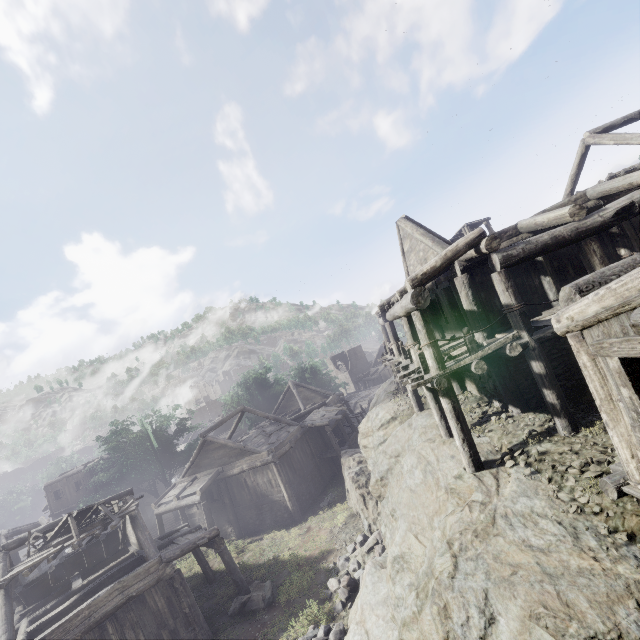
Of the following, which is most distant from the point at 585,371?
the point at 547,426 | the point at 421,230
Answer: the point at 421,230

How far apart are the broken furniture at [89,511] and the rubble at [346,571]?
9.37m

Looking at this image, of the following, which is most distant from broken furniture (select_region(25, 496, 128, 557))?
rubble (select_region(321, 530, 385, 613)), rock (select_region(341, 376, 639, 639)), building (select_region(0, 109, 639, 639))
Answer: rock (select_region(341, 376, 639, 639))

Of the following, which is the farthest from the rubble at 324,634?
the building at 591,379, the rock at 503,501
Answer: the building at 591,379

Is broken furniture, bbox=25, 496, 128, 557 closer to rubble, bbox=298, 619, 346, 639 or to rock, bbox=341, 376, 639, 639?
rubble, bbox=298, 619, 346, 639

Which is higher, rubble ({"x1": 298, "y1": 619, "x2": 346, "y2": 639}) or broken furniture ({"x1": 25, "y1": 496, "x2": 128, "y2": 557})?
broken furniture ({"x1": 25, "y1": 496, "x2": 128, "y2": 557})

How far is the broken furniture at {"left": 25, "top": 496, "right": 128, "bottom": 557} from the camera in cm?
1366

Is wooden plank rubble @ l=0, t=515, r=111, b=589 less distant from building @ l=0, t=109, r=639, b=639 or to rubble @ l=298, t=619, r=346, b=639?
building @ l=0, t=109, r=639, b=639
